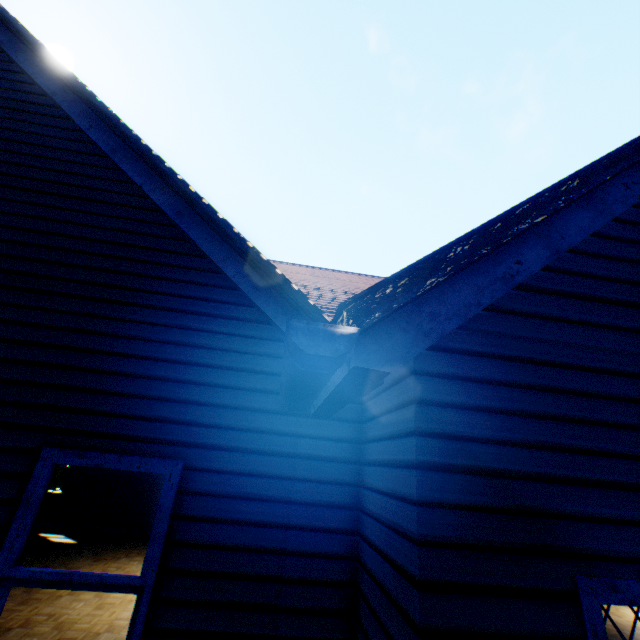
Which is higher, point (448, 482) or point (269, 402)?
point (269, 402)

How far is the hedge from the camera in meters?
18.5 m

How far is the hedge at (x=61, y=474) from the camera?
18.5m
